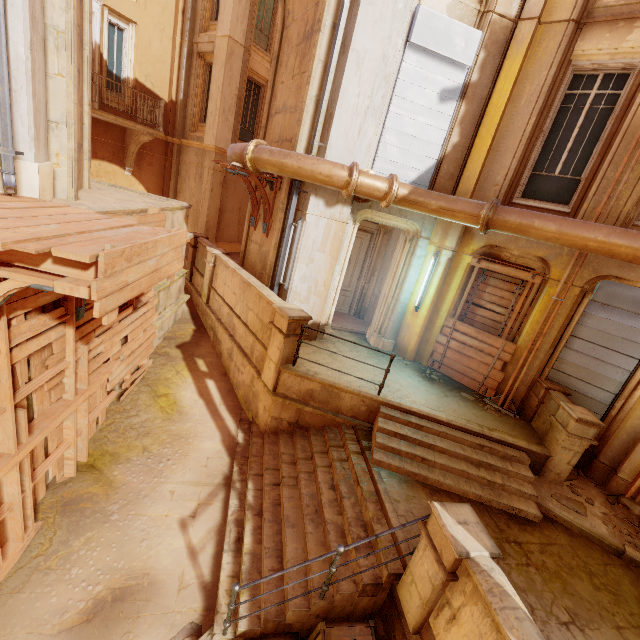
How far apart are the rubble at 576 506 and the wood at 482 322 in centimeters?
320cm

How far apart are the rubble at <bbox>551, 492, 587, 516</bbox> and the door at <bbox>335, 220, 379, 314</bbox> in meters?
7.3 m

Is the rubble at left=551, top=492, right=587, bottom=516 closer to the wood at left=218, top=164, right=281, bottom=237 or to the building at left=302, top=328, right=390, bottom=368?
the building at left=302, top=328, right=390, bottom=368

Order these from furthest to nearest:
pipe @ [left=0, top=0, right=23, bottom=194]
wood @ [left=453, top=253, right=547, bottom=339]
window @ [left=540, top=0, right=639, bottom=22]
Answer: wood @ [left=453, top=253, right=547, bottom=339] < window @ [left=540, top=0, right=639, bottom=22] < pipe @ [left=0, top=0, right=23, bottom=194]

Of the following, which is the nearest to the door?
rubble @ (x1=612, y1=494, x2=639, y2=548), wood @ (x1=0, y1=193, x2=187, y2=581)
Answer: wood @ (x1=0, y1=193, x2=187, y2=581)

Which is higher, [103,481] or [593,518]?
[593,518]

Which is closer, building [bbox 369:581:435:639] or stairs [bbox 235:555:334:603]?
building [bbox 369:581:435:639]

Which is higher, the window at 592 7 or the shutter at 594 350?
the window at 592 7
